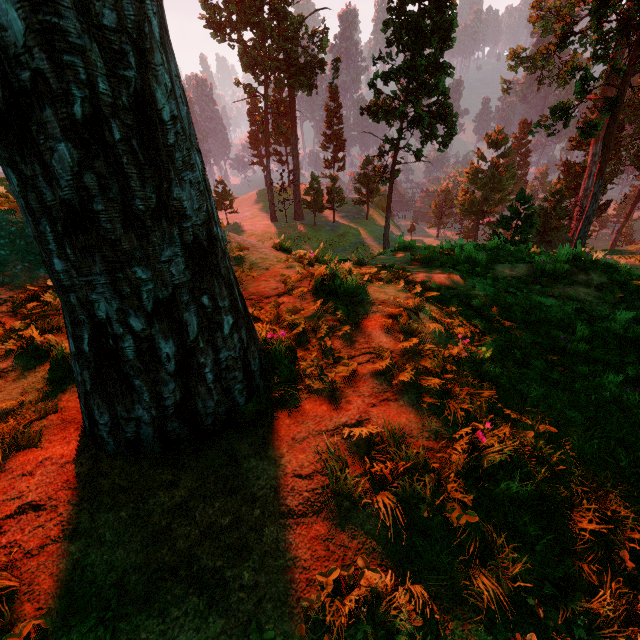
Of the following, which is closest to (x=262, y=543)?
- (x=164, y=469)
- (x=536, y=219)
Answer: (x=164, y=469)

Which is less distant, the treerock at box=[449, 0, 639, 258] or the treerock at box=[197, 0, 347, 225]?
the treerock at box=[449, 0, 639, 258]

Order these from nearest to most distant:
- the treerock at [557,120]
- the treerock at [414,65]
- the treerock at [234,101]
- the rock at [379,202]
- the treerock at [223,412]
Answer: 1. the treerock at [223,412]
2. the treerock at [557,120]
3. the treerock at [414,65]
4. the treerock at [234,101]
5. the rock at [379,202]

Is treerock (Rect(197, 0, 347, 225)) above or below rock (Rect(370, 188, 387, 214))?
above

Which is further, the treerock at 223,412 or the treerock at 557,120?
the treerock at 557,120

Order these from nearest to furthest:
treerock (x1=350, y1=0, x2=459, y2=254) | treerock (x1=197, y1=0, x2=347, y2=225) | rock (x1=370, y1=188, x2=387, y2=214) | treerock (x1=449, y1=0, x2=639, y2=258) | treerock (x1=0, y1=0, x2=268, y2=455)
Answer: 1. treerock (x1=0, y1=0, x2=268, y2=455)
2. treerock (x1=449, y1=0, x2=639, y2=258)
3. treerock (x1=350, y1=0, x2=459, y2=254)
4. treerock (x1=197, y1=0, x2=347, y2=225)
5. rock (x1=370, y1=188, x2=387, y2=214)

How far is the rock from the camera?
55.41m
